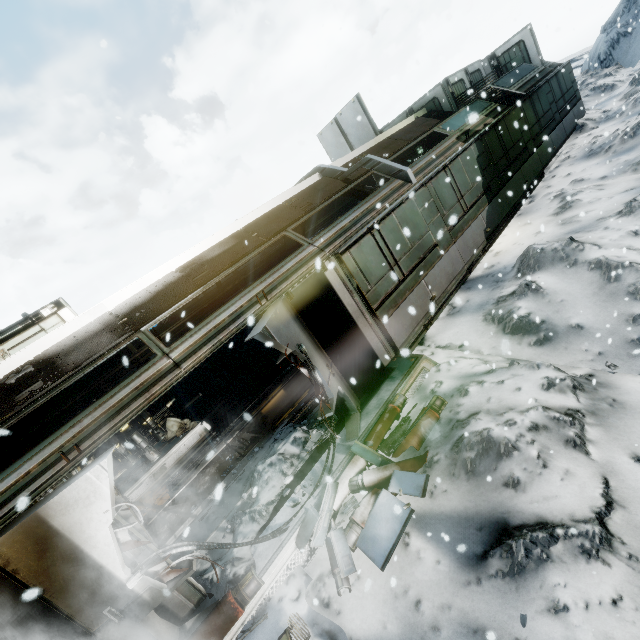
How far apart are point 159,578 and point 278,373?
7.9m

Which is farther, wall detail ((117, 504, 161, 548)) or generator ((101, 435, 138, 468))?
generator ((101, 435, 138, 468))

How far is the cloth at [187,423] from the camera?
11.1 meters

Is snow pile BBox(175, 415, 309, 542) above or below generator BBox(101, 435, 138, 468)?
below

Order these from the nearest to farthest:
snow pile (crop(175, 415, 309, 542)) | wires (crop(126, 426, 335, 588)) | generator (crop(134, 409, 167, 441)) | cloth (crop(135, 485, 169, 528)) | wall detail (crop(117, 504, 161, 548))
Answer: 1. wires (crop(126, 426, 335, 588))
2. wall detail (crop(117, 504, 161, 548))
3. snow pile (crop(175, 415, 309, 542))
4. cloth (crop(135, 485, 169, 528))
5. generator (crop(134, 409, 167, 441))

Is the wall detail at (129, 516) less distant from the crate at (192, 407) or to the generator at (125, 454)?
the generator at (125, 454)

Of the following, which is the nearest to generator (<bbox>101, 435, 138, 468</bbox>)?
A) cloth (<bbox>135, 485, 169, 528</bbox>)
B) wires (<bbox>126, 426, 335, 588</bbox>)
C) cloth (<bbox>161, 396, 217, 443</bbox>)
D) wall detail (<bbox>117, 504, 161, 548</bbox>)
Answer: cloth (<bbox>161, 396, 217, 443</bbox>)

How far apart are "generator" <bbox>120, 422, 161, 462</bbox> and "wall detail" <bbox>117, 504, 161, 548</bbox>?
6.0 meters
